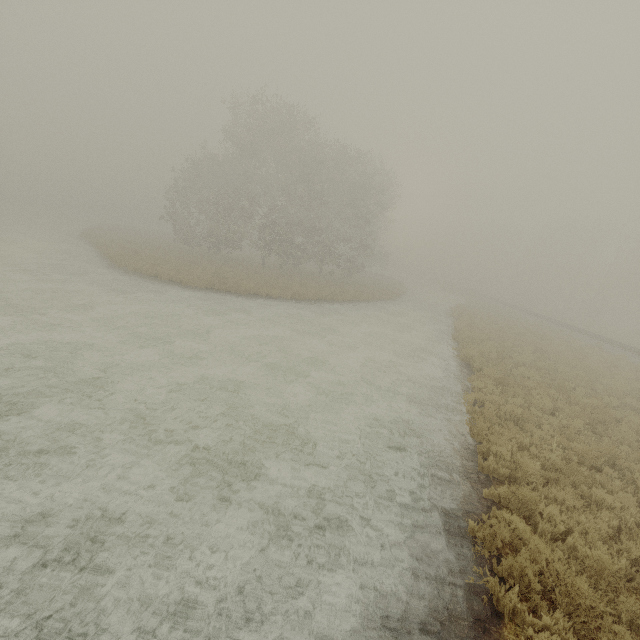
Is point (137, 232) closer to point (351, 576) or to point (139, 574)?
point (139, 574)
